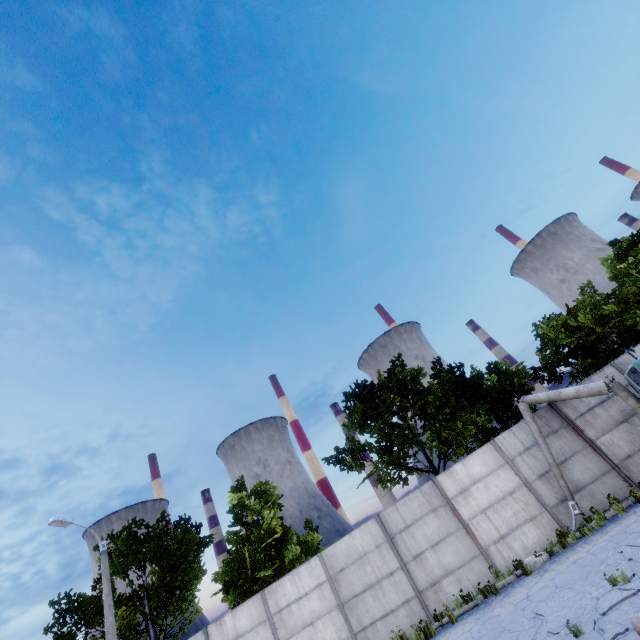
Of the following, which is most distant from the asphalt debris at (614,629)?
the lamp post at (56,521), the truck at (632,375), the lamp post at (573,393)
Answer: the lamp post at (56,521)

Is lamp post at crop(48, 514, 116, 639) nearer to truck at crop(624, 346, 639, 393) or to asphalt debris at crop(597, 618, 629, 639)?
asphalt debris at crop(597, 618, 629, 639)

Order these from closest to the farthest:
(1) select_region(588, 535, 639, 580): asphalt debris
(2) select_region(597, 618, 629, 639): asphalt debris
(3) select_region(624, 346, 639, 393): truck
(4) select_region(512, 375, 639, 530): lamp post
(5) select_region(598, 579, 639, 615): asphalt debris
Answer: (2) select_region(597, 618, 629, 639): asphalt debris
(5) select_region(598, 579, 639, 615): asphalt debris
(1) select_region(588, 535, 639, 580): asphalt debris
(3) select_region(624, 346, 639, 393): truck
(4) select_region(512, 375, 639, 530): lamp post

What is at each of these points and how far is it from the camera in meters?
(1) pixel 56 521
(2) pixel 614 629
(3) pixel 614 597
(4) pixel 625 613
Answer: (1) lamp post, 14.0
(2) asphalt debris, 5.9
(3) asphalt debris, 6.8
(4) asphalt debris, 6.2

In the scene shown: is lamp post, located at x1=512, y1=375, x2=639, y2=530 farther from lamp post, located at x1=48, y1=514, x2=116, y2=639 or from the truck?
lamp post, located at x1=48, y1=514, x2=116, y2=639

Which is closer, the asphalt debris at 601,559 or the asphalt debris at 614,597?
the asphalt debris at 614,597

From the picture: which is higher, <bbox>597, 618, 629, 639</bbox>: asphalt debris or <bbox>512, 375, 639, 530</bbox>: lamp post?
<bbox>512, 375, 639, 530</bbox>: lamp post

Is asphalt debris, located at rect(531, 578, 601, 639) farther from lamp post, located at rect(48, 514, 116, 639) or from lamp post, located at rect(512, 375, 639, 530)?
lamp post, located at rect(48, 514, 116, 639)
